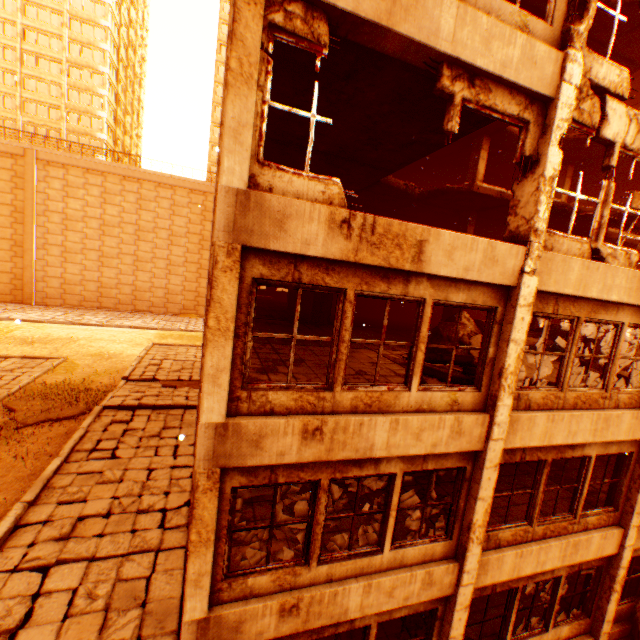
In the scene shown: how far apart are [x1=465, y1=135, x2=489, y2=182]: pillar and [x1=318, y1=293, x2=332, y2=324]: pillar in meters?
5.0 m

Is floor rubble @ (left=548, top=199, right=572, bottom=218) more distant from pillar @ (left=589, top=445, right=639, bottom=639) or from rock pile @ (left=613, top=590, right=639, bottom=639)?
rock pile @ (left=613, top=590, right=639, bottom=639)

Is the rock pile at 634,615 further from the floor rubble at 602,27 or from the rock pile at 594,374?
the floor rubble at 602,27

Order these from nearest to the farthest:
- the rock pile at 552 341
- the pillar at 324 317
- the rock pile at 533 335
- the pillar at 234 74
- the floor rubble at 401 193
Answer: the pillar at 234 74
the rock pile at 552 341
the rock pile at 533 335
the floor rubble at 401 193
the pillar at 324 317

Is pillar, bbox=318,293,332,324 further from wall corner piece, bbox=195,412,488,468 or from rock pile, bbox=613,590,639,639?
rock pile, bbox=613,590,639,639

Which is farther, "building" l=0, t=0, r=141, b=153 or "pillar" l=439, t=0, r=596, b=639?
"building" l=0, t=0, r=141, b=153

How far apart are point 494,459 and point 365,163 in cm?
833

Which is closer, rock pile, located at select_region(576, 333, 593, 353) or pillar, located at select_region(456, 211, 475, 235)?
rock pile, located at select_region(576, 333, 593, 353)
